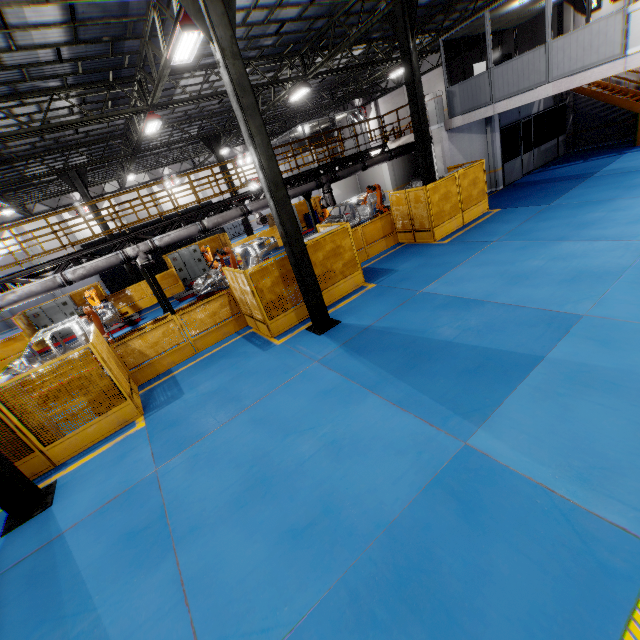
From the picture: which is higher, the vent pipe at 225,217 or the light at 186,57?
the light at 186,57

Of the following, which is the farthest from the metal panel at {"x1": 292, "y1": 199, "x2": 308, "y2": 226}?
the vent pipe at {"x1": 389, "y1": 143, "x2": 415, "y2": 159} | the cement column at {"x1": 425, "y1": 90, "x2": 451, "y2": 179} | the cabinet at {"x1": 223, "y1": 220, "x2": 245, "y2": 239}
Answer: the cabinet at {"x1": 223, "y1": 220, "x2": 245, "y2": 239}

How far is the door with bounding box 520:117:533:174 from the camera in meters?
18.1 m

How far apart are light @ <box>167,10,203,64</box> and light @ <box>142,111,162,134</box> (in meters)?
4.89

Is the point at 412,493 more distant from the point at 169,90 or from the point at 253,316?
the point at 169,90

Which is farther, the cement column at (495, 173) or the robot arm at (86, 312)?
the cement column at (495, 173)

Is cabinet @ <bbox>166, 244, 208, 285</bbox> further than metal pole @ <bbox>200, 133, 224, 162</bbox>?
Yes

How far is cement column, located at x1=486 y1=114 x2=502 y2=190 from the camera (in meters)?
16.56
